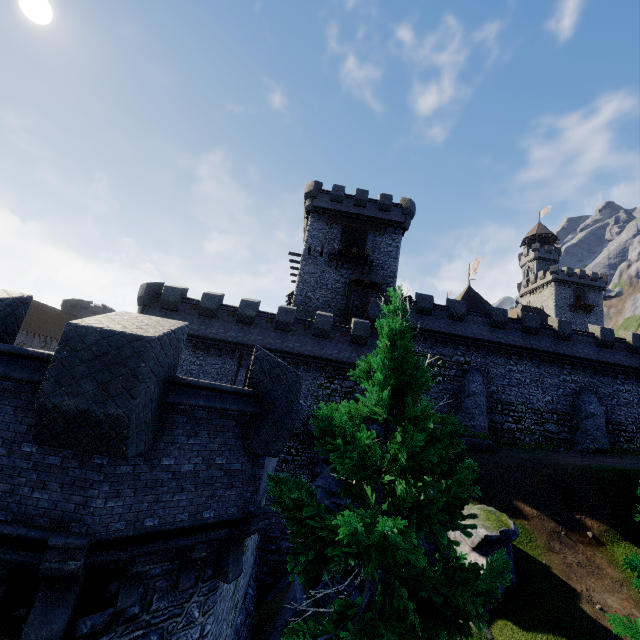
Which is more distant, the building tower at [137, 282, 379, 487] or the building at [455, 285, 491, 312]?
the building at [455, 285, 491, 312]

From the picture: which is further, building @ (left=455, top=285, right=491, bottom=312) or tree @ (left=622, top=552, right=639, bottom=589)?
building @ (left=455, top=285, right=491, bottom=312)

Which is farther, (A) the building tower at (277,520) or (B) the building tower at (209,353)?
(B) the building tower at (209,353)

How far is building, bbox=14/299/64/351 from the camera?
50.34m

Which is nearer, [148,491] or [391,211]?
[148,491]

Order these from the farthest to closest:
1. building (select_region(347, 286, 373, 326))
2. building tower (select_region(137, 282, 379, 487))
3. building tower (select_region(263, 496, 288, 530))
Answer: building (select_region(347, 286, 373, 326)), building tower (select_region(137, 282, 379, 487)), building tower (select_region(263, 496, 288, 530))

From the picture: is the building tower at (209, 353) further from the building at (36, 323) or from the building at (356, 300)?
the building at (36, 323)

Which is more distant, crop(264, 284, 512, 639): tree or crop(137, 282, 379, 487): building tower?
crop(137, 282, 379, 487): building tower
